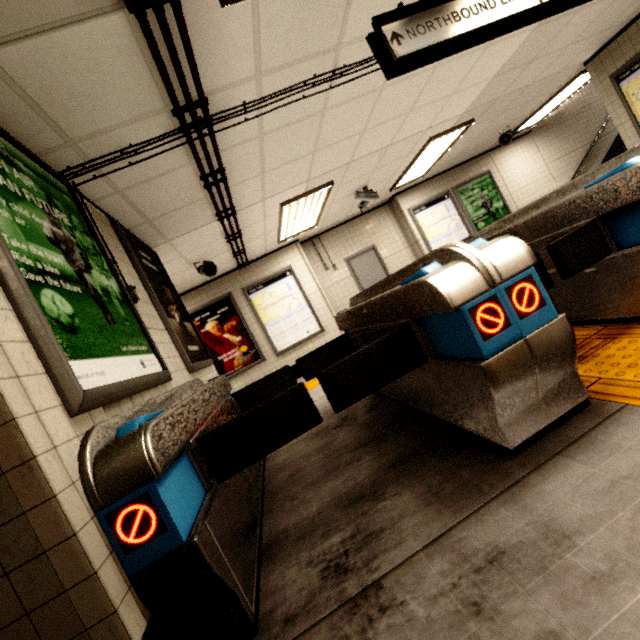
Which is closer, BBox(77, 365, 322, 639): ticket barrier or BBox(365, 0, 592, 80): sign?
BBox(77, 365, 322, 639): ticket barrier

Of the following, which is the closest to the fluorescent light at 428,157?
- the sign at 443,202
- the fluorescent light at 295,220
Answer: the sign at 443,202

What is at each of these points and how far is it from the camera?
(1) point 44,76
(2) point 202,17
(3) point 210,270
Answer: (1) storm drain, 1.84m
(2) storm drain, 1.95m
(3) loudspeaker, 5.89m

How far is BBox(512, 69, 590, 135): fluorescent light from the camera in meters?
6.6 m

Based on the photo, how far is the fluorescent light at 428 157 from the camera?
5.83m

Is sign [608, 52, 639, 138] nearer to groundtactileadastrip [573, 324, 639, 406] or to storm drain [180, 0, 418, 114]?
storm drain [180, 0, 418, 114]

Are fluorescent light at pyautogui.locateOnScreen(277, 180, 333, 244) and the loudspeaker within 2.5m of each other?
yes

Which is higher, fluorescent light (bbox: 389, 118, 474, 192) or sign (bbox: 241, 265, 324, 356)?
fluorescent light (bbox: 389, 118, 474, 192)
